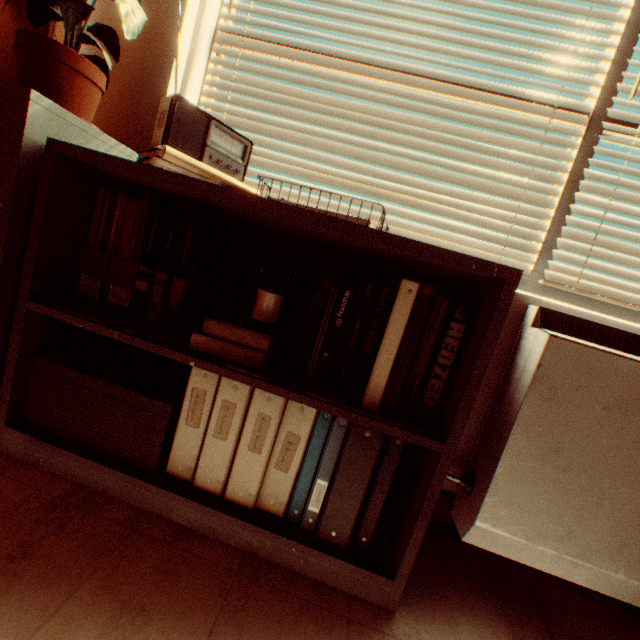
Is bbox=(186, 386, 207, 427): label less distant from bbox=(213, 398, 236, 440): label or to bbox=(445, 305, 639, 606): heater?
bbox=(213, 398, 236, 440): label

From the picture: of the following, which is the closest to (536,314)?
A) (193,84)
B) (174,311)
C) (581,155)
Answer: (581,155)

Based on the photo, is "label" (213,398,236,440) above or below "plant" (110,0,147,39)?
below

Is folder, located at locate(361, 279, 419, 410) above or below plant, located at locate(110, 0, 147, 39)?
below

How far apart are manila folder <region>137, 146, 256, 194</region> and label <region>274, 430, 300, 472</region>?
0.78m

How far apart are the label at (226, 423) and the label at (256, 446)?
0.1m

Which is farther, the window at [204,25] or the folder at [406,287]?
the window at [204,25]

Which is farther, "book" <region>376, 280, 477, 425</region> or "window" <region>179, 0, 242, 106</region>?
"window" <region>179, 0, 242, 106</region>
